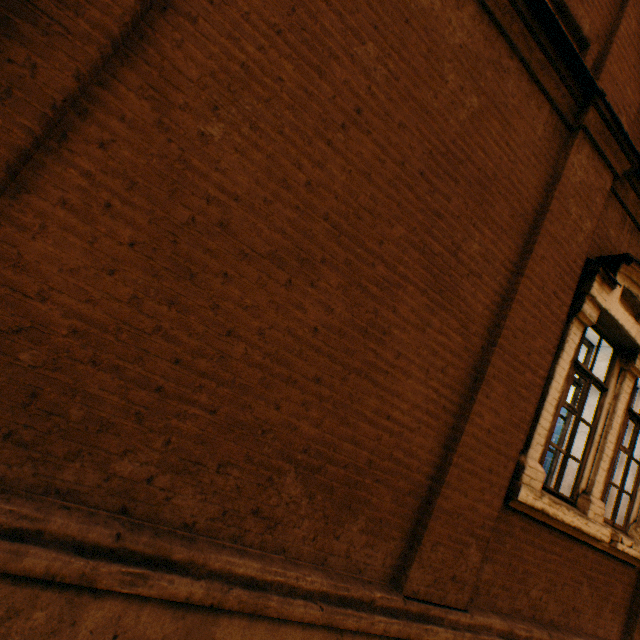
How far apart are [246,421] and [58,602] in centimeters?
108cm
